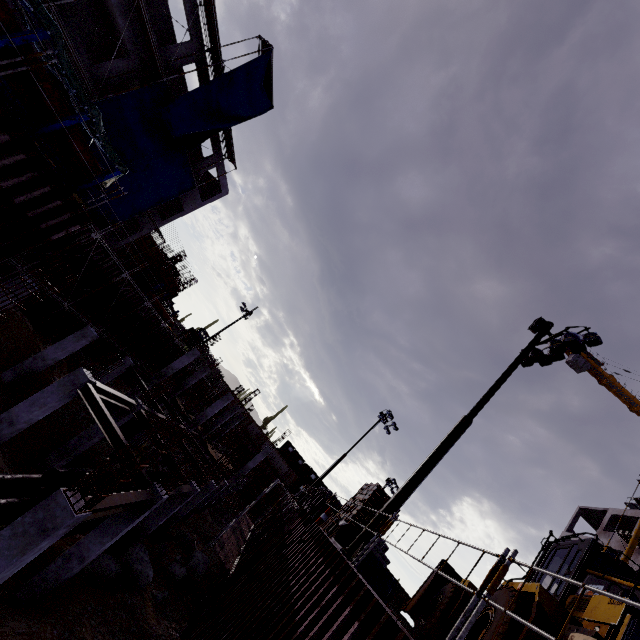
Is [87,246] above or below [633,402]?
below

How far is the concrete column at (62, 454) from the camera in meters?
14.4

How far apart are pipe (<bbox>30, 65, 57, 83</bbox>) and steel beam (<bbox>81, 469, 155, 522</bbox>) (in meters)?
8.79

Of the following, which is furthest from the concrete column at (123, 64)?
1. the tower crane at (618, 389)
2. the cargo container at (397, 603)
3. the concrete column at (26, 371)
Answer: the cargo container at (397, 603)

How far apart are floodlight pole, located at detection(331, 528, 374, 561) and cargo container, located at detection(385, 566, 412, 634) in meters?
58.6 m

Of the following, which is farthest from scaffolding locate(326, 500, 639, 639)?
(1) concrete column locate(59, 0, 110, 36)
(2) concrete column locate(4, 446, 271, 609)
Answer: (1) concrete column locate(59, 0, 110, 36)

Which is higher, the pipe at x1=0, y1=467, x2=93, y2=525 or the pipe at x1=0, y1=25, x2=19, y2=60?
the pipe at x1=0, y1=25, x2=19, y2=60

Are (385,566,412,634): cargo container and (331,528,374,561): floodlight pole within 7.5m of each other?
no
